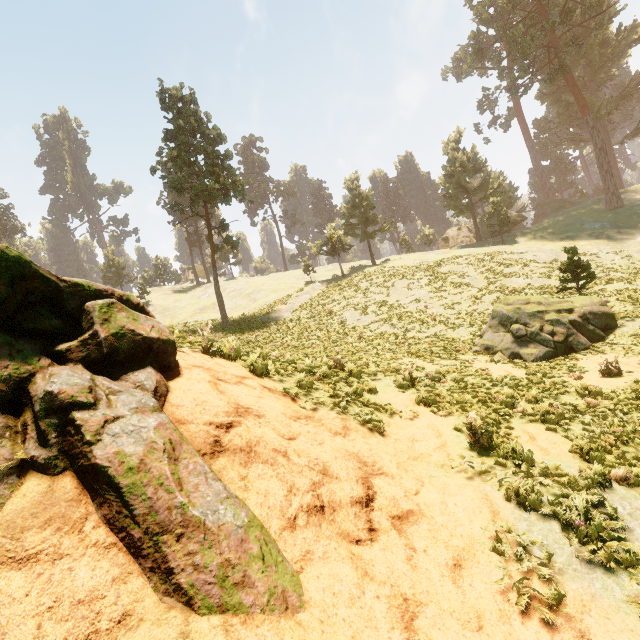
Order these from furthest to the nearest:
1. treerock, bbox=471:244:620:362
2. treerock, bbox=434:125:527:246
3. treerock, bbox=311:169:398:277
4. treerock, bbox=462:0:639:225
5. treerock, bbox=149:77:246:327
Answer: treerock, bbox=311:169:398:277
treerock, bbox=434:125:527:246
treerock, bbox=462:0:639:225
treerock, bbox=149:77:246:327
treerock, bbox=471:244:620:362

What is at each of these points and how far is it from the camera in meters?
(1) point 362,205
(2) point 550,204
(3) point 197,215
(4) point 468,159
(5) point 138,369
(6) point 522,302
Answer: (1) treerock, 45.9
(2) treerock, 55.0
(3) treerock, 32.1
(4) treerock, 45.8
(5) rock, 5.8
(6) treerock, 15.2

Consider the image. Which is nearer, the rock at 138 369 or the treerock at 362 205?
the rock at 138 369

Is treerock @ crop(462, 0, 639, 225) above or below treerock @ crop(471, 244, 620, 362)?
above

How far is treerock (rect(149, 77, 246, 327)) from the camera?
29.66m

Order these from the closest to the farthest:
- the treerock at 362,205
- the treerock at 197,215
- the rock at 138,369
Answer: the rock at 138,369 → the treerock at 197,215 → the treerock at 362,205

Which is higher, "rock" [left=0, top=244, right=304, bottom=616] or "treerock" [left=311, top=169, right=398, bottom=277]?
"treerock" [left=311, top=169, right=398, bottom=277]

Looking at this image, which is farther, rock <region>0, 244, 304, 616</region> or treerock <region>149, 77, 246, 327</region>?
treerock <region>149, 77, 246, 327</region>
